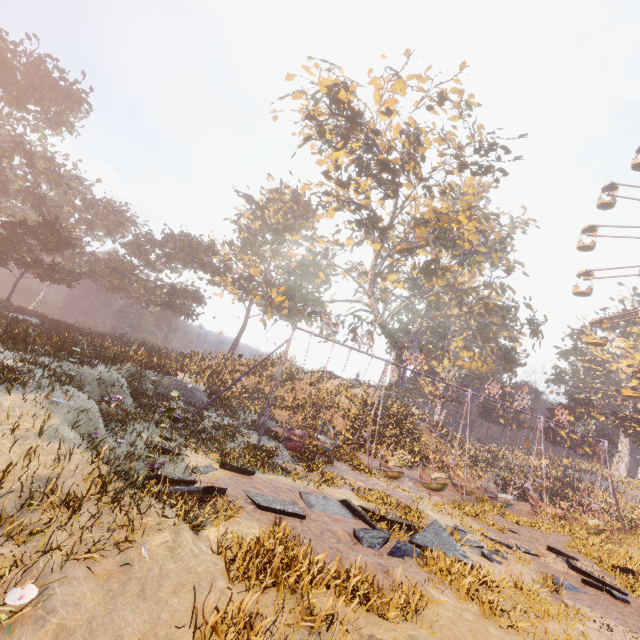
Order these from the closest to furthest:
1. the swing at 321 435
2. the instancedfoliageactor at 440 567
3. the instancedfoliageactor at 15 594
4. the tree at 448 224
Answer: the instancedfoliageactor at 15 594
the instancedfoliageactor at 440 567
the swing at 321 435
the tree at 448 224

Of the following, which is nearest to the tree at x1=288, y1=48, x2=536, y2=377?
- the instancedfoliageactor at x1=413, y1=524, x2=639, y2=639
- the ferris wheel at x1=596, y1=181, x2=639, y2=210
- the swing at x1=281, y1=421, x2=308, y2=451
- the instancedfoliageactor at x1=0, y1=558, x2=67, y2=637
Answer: the ferris wheel at x1=596, y1=181, x2=639, y2=210

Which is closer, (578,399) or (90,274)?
(578,399)

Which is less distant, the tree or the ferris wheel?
the tree

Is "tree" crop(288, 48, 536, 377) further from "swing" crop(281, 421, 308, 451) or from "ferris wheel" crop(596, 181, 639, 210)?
"swing" crop(281, 421, 308, 451)

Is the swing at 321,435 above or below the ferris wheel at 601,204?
below

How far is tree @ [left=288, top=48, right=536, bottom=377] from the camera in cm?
2173
